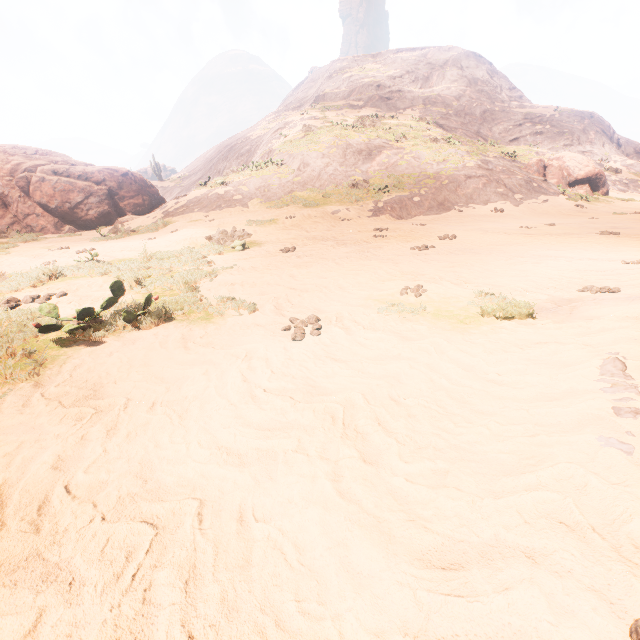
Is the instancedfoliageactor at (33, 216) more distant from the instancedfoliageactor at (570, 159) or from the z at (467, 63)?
the instancedfoliageactor at (570, 159)

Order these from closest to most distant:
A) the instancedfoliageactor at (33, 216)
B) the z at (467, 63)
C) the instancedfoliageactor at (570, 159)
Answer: the z at (467, 63) < the instancedfoliageactor at (33, 216) < the instancedfoliageactor at (570, 159)

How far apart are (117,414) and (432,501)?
2.3 meters

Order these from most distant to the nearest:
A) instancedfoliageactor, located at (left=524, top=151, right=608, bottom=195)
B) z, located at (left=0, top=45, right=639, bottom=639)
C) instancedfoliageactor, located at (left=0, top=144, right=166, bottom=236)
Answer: instancedfoliageactor, located at (left=524, top=151, right=608, bottom=195) < instancedfoliageactor, located at (left=0, top=144, right=166, bottom=236) < z, located at (left=0, top=45, right=639, bottom=639)

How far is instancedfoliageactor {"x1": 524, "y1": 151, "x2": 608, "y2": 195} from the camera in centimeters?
2122cm

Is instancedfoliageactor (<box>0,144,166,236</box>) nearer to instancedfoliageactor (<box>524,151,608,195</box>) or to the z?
the z

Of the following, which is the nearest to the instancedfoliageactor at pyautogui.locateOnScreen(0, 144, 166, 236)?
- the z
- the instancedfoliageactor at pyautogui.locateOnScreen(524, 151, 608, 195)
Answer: the z
